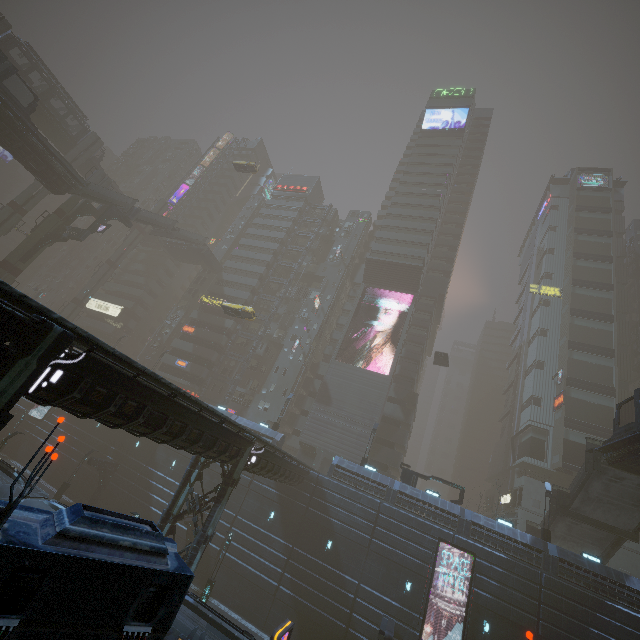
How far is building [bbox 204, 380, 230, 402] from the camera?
50.6 meters

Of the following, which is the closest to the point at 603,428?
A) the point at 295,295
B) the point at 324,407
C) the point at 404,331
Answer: the point at 404,331

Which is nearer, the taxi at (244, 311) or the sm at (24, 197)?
the taxi at (244, 311)

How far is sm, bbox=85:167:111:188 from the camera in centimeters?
4416cm

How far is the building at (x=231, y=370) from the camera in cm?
5256

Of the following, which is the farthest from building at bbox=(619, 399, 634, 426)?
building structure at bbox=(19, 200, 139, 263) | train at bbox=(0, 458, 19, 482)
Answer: train at bbox=(0, 458, 19, 482)

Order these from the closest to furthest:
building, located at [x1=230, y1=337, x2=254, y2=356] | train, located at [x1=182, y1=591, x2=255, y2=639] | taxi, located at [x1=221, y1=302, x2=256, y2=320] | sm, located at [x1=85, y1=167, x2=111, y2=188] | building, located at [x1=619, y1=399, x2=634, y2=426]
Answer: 1. train, located at [x1=182, y1=591, x2=255, y2=639]
2. taxi, located at [x1=221, y1=302, x2=256, y2=320]
3. building, located at [x1=619, y1=399, x2=634, y2=426]
4. sm, located at [x1=85, y1=167, x2=111, y2=188]
5. building, located at [x1=230, y1=337, x2=254, y2=356]

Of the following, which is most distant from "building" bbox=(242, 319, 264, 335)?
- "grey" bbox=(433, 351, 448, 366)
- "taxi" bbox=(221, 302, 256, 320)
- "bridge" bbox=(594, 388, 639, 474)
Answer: "taxi" bbox=(221, 302, 256, 320)
